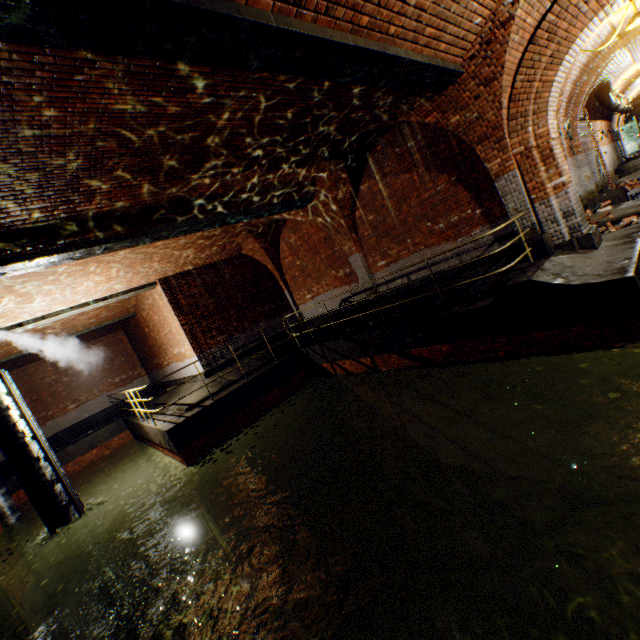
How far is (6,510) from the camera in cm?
1124

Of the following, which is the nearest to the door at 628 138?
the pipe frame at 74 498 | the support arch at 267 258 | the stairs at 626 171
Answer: the stairs at 626 171

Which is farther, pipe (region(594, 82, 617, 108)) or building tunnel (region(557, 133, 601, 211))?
pipe (region(594, 82, 617, 108))

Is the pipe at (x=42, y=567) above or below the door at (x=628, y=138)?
below

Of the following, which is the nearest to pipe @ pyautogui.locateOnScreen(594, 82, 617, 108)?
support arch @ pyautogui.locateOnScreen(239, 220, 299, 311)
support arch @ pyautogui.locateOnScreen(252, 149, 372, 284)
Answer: support arch @ pyautogui.locateOnScreen(252, 149, 372, 284)

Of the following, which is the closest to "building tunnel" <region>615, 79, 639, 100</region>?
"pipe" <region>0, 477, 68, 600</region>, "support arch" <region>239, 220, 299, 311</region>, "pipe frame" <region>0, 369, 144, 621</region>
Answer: "support arch" <region>239, 220, 299, 311</region>

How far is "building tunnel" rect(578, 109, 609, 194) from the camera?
12.4m

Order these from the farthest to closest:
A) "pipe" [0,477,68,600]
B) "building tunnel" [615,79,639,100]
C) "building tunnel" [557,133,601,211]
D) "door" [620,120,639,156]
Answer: "door" [620,120,639,156]
"building tunnel" [615,79,639,100]
"pipe" [0,477,68,600]
"building tunnel" [557,133,601,211]
